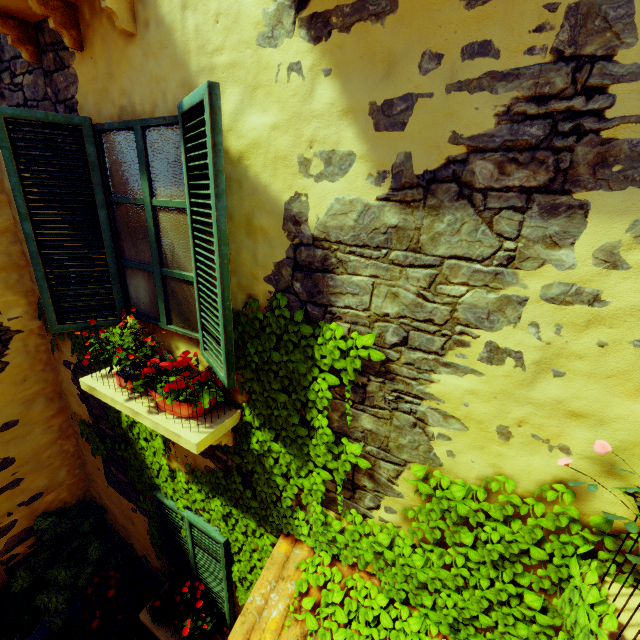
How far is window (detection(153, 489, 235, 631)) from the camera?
3.4 meters

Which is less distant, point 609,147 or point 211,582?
point 609,147

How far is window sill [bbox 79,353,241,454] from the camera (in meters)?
2.28

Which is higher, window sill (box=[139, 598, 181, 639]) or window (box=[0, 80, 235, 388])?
window (box=[0, 80, 235, 388])

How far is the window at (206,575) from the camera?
3.4 meters

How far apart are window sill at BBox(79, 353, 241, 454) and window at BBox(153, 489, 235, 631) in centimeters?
129cm

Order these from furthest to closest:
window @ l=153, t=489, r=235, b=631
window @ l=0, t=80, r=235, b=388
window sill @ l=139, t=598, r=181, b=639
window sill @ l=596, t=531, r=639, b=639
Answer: window sill @ l=139, t=598, r=181, b=639, window @ l=153, t=489, r=235, b=631, window @ l=0, t=80, r=235, b=388, window sill @ l=596, t=531, r=639, b=639

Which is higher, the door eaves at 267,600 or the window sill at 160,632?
the door eaves at 267,600
